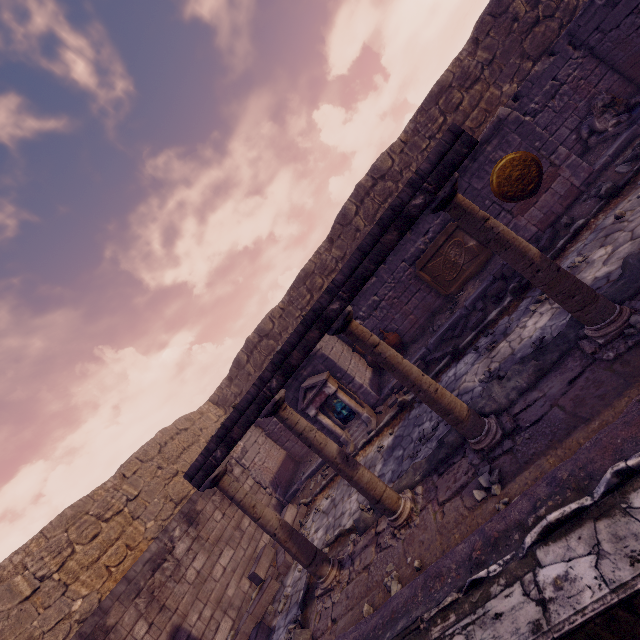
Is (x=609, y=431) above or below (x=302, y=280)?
below

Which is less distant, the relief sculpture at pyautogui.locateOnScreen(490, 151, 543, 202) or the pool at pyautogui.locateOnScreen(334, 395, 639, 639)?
the pool at pyautogui.locateOnScreen(334, 395, 639, 639)

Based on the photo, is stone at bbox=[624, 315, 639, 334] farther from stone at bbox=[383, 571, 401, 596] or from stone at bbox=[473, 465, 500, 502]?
stone at bbox=[383, 571, 401, 596]

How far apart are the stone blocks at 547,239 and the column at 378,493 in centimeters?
533cm

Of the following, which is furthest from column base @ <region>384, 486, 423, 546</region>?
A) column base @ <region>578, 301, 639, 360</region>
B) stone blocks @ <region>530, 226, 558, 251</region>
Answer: stone blocks @ <region>530, 226, 558, 251</region>

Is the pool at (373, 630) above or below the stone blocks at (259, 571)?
above

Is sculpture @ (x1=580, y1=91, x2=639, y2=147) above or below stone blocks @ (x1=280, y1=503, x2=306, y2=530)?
above

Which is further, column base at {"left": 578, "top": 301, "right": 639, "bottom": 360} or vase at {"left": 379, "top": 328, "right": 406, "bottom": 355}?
vase at {"left": 379, "top": 328, "right": 406, "bottom": 355}
